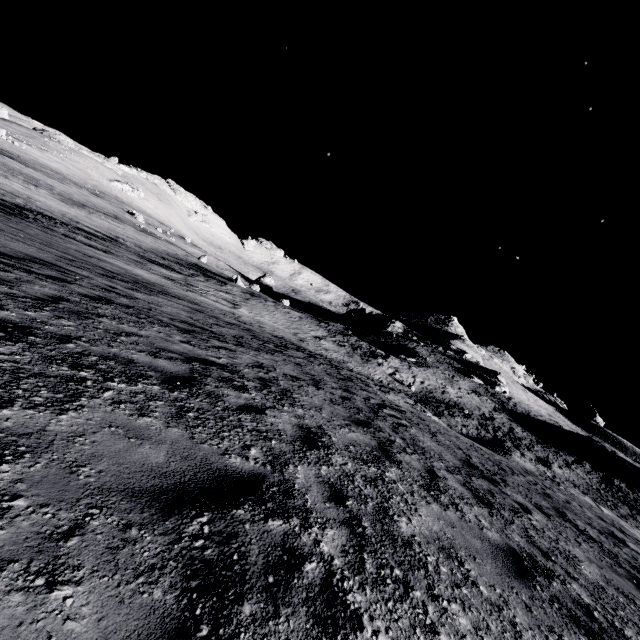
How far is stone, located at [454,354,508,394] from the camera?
46.8m

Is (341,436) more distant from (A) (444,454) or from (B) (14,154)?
(B) (14,154)

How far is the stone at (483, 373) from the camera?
46.8m
